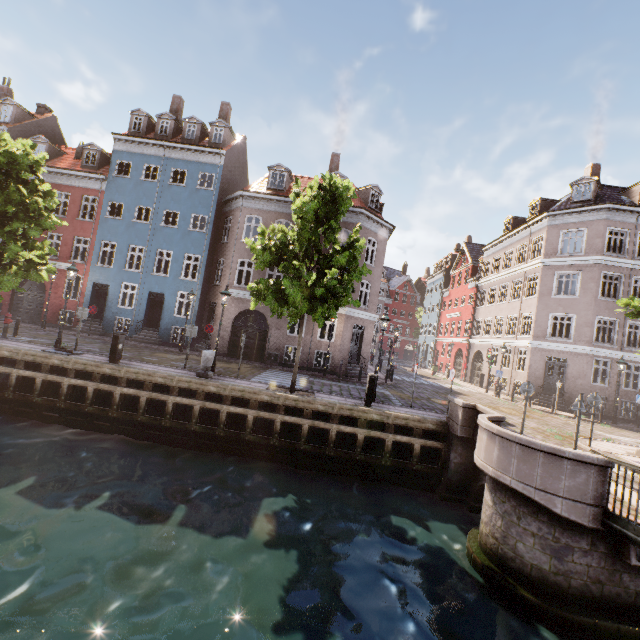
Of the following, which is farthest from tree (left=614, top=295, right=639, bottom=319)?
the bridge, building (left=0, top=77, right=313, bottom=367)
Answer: building (left=0, top=77, right=313, bottom=367)

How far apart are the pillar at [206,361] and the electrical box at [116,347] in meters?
3.0

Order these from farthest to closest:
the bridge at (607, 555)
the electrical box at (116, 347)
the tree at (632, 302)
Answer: the tree at (632, 302), the electrical box at (116, 347), the bridge at (607, 555)

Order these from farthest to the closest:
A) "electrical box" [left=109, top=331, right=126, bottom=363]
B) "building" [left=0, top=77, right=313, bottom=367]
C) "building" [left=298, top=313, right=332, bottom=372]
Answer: "building" [left=0, top=77, right=313, bottom=367] < "building" [left=298, top=313, right=332, bottom=372] < "electrical box" [left=109, top=331, right=126, bottom=363]

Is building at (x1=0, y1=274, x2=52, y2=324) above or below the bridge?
above

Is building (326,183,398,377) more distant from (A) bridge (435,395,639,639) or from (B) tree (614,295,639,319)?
(A) bridge (435,395,639,639)

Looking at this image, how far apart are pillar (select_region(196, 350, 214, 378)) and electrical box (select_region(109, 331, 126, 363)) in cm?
304

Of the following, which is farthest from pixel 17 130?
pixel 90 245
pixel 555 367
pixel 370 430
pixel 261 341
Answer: pixel 555 367
